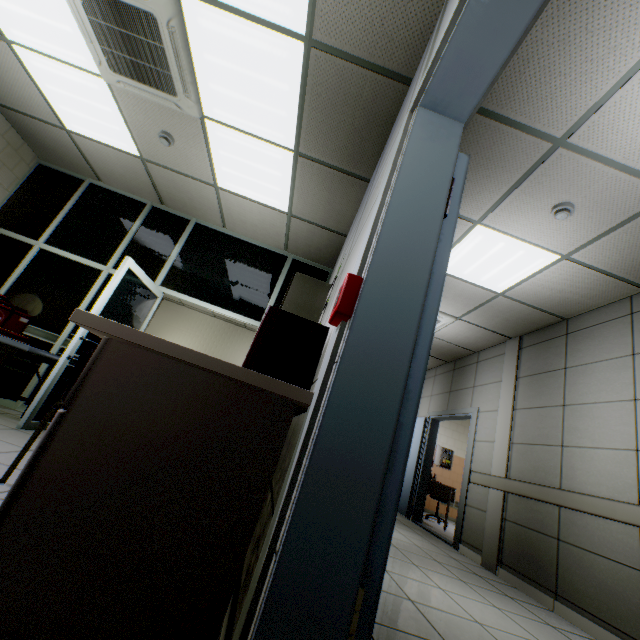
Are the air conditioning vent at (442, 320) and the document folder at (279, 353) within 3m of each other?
no

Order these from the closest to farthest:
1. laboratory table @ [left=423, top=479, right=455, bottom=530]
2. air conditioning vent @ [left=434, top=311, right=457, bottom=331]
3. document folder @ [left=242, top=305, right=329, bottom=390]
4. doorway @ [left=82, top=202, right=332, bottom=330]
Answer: document folder @ [left=242, top=305, right=329, bottom=390], doorway @ [left=82, top=202, right=332, bottom=330], air conditioning vent @ [left=434, top=311, right=457, bottom=331], laboratory table @ [left=423, top=479, right=455, bottom=530]

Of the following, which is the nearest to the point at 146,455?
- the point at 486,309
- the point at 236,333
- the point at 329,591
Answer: → the point at 329,591

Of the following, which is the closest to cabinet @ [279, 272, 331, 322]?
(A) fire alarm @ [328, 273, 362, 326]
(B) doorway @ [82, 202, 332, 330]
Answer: (B) doorway @ [82, 202, 332, 330]

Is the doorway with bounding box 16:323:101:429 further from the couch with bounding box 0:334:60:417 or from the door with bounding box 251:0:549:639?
the door with bounding box 251:0:549:639

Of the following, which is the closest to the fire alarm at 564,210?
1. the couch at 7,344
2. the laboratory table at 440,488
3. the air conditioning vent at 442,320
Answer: the air conditioning vent at 442,320

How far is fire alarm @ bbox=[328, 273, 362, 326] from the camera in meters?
1.0 m

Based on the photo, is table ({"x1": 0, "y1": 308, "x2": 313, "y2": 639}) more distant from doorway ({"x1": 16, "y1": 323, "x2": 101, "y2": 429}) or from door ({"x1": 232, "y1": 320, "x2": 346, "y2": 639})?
doorway ({"x1": 16, "y1": 323, "x2": 101, "y2": 429})
